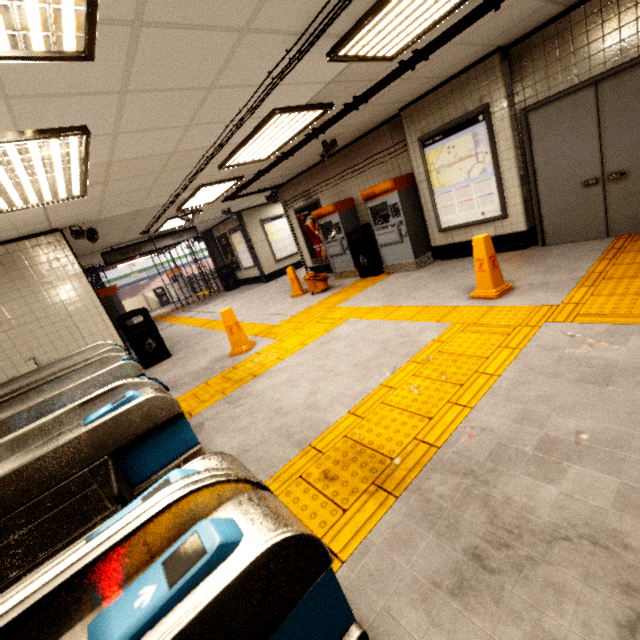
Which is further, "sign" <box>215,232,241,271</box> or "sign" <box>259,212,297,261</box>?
"sign" <box>215,232,241,271</box>

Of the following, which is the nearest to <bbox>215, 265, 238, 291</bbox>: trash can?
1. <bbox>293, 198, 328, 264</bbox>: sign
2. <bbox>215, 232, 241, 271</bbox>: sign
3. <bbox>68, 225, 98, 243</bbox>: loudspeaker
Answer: <bbox>215, 232, 241, 271</bbox>: sign

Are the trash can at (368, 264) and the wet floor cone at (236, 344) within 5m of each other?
yes

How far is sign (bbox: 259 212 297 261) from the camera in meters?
13.1 m

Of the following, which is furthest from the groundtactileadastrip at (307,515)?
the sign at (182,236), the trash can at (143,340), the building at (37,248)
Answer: the sign at (182,236)

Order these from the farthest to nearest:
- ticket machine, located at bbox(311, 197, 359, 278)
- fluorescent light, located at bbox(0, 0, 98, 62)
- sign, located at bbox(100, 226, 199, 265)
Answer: sign, located at bbox(100, 226, 199, 265)
ticket machine, located at bbox(311, 197, 359, 278)
fluorescent light, located at bbox(0, 0, 98, 62)

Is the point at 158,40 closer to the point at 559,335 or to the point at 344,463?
the point at 344,463

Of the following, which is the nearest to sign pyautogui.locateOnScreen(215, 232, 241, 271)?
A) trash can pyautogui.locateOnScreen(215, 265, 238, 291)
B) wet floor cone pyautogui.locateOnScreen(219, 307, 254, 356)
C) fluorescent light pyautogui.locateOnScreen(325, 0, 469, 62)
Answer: trash can pyautogui.locateOnScreen(215, 265, 238, 291)
